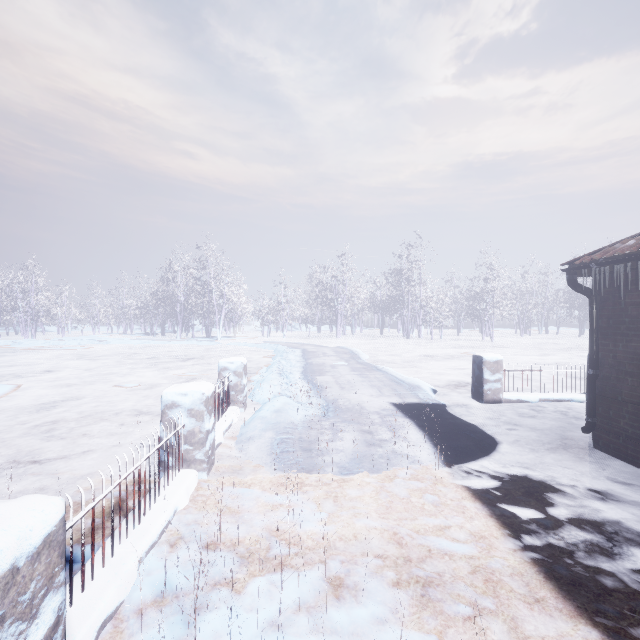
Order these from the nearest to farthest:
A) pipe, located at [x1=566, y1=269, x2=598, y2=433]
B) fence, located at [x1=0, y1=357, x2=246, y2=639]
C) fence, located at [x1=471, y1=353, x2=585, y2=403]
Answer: fence, located at [x1=0, y1=357, x2=246, y2=639]
pipe, located at [x1=566, y1=269, x2=598, y2=433]
fence, located at [x1=471, y1=353, x2=585, y2=403]

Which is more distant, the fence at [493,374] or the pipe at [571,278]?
the fence at [493,374]

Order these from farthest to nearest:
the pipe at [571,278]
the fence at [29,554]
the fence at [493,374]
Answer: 1. the fence at [493,374]
2. the pipe at [571,278]
3. the fence at [29,554]

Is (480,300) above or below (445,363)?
above

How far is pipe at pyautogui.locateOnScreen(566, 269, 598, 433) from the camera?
3.96m

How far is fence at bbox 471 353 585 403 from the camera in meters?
6.2 m

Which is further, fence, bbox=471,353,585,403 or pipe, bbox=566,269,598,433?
fence, bbox=471,353,585,403

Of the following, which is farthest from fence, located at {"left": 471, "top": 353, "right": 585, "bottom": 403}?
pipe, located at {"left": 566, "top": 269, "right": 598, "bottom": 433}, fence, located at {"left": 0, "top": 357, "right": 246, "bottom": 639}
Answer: fence, located at {"left": 0, "top": 357, "right": 246, "bottom": 639}
